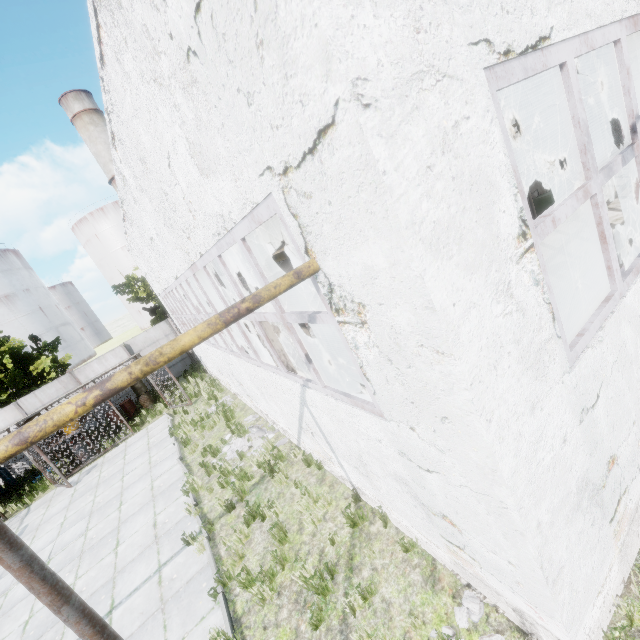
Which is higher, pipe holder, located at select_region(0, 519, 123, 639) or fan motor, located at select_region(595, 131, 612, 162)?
pipe holder, located at select_region(0, 519, 123, 639)

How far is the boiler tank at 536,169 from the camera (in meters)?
13.50

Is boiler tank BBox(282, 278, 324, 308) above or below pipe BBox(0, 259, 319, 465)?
below

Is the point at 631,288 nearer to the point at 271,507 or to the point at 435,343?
the point at 435,343

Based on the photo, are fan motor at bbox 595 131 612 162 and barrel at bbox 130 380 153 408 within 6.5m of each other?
no

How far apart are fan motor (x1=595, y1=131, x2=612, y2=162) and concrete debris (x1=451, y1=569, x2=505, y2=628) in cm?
2400

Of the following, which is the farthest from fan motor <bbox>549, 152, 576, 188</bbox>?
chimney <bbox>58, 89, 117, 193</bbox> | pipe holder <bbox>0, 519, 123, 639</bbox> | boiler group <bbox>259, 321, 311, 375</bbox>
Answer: chimney <bbox>58, 89, 117, 193</bbox>

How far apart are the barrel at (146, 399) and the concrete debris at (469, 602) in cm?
1729
